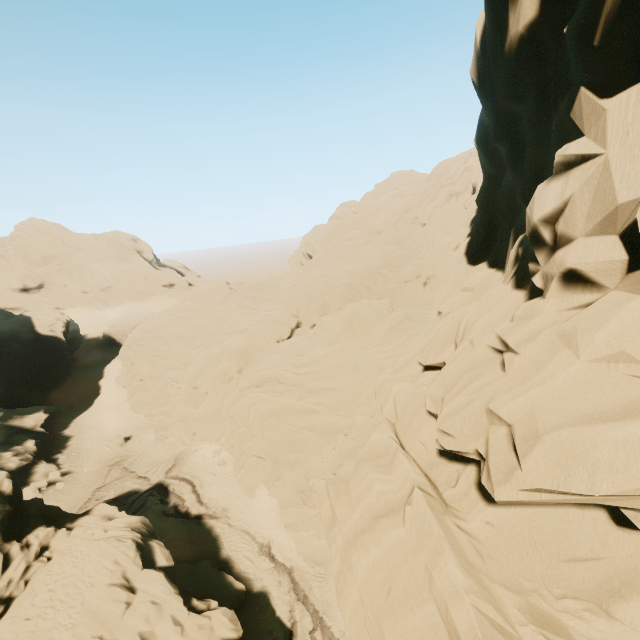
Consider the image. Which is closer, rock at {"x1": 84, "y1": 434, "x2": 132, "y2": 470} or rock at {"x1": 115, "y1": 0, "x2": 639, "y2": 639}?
rock at {"x1": 115, "y1": 0, "x2": 639, "y2": 639}

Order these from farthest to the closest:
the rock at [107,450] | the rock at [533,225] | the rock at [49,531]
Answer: the rock at [107,450] < the rock at [49,531] < the rock at [533,225]

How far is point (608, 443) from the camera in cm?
423

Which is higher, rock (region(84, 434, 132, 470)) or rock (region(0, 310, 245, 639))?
rock (region(0, 310, 245, 639))

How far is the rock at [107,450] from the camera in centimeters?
3550cm

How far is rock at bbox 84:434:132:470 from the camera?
35.5m
